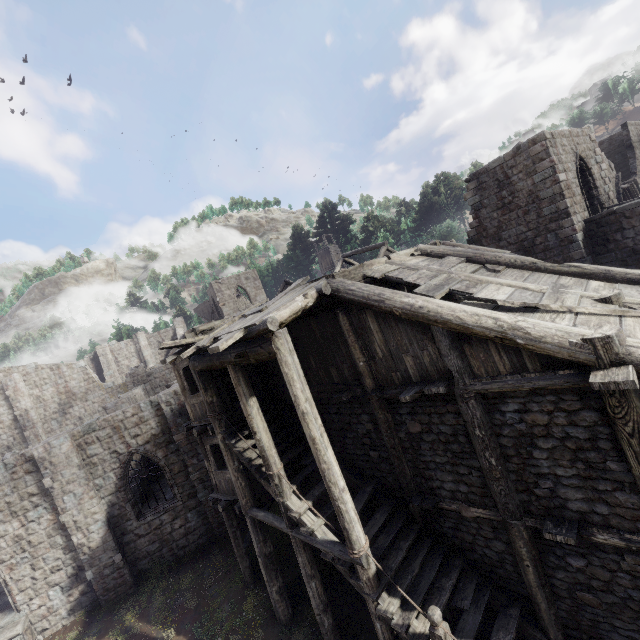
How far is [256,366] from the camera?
11.48m
